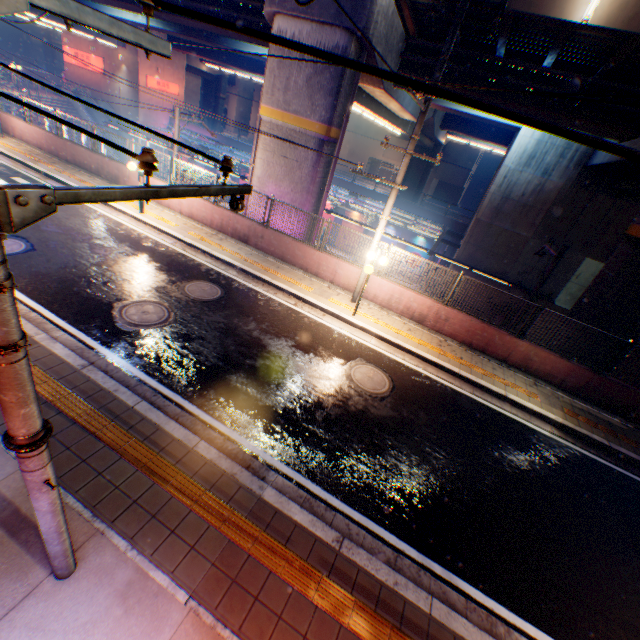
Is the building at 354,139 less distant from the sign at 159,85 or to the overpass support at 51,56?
the overpass support at 51,56

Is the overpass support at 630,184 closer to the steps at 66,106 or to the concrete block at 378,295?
the concrete block at 378,295

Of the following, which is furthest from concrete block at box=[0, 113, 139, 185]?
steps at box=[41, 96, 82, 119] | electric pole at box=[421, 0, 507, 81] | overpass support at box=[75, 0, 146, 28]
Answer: steps at box=[41, 96, 82, 119]

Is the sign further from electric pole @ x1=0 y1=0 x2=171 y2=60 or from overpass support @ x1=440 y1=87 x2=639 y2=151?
electric pole @ x1=0 y1=0 x2=171 y2=60

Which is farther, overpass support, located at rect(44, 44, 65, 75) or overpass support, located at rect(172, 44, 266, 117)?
overpass support, located at rect(44, 44, 65, 75)

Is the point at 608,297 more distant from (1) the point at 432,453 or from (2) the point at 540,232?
(2) the point at 540,232

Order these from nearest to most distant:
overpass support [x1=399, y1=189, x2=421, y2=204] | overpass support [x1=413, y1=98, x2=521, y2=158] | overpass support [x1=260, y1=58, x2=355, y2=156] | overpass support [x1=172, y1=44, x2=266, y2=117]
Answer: overpass support [x1=260, y1=58, x2=355, y2=156], overpass support [x1=413, y1=98, x2=521, y2=158], overpass support [x1=172, y1=44, x2=266, y2=117], overpass support [x1=399, y1=189, x2=421, y2=204]
